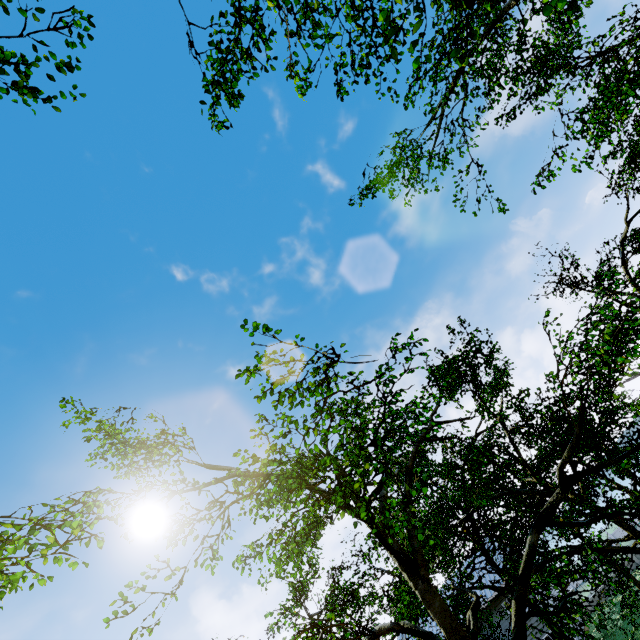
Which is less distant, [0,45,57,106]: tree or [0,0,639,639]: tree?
[0,0,639,639]: tree

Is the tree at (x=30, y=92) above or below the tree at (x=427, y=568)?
→ above

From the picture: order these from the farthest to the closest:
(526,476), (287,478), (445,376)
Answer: (526,476)
(445,376)
(287,478)

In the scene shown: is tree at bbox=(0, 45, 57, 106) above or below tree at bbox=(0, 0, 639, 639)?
above

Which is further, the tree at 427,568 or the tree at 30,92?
the tree at 30,92
